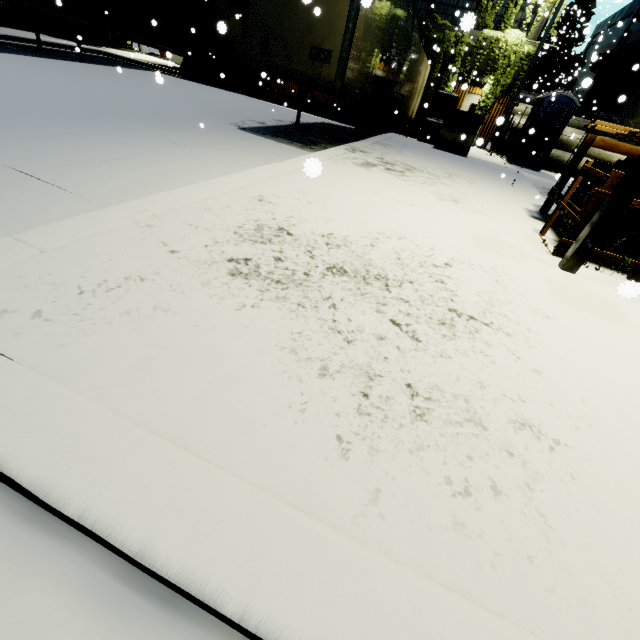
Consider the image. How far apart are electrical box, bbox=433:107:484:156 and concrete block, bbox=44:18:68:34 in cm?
1954

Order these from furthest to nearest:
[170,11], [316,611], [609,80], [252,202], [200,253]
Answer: [609,80] → [170,11] → [252,202] → [200,253] → [316,611]

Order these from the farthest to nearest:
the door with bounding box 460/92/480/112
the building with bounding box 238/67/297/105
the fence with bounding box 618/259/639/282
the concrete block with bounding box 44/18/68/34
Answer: the building with bounding box 238/67/297/105
the door with bounding box 460/92/480/112
the concrete block with bounding box 44/18/68/34
the fence with bounding box 618/259/639/282

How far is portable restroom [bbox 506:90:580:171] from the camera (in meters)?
13.45

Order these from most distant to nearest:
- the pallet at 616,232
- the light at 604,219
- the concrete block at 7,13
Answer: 1. the concrete block at 7,13
2. the pallet at 616,232
3. the light at 604,219

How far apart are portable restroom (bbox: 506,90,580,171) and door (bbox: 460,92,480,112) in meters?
5.3

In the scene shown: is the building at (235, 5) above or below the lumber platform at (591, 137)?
above

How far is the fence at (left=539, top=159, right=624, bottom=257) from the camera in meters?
4.0 m
